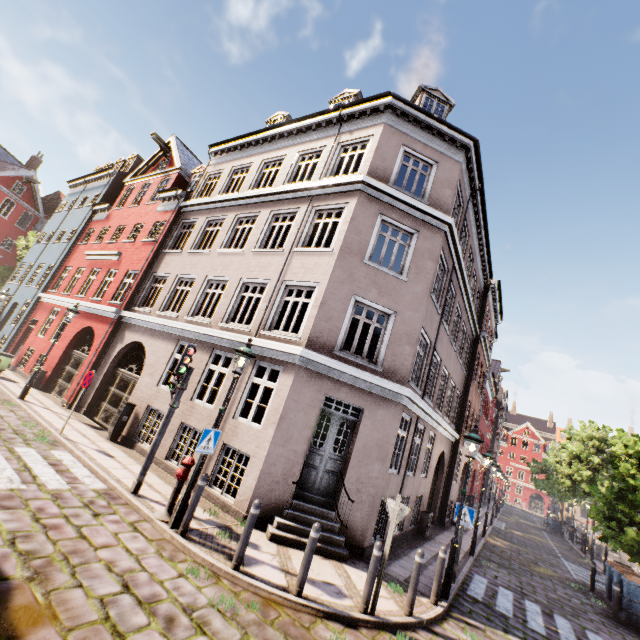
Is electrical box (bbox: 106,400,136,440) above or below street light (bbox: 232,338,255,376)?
below

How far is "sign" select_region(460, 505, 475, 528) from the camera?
8.8 meters

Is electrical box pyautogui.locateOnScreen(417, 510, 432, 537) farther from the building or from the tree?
the tree

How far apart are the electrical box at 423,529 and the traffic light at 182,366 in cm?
1056

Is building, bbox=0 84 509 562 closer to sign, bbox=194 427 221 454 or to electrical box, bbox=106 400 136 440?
electrical box, bbox=106 400 136 440

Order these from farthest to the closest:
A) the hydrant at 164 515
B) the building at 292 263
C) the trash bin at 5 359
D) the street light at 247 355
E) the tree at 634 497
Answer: the tree at 634 497 → the trash bin at 5 359 → the building at 292 263 → the street light at 247 355 → the hydrant at 164 515

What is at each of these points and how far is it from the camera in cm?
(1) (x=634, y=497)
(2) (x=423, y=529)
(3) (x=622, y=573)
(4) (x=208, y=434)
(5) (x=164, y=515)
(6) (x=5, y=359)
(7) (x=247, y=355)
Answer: (1) tree, 1495
(2) electrical box, 1247
(3) trash bin, 1196
(4) sign, 657
(5) hydrant, 642
(6) trash bin, 1452
(7) street light, 717

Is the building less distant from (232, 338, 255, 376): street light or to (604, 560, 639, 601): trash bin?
(232, 338, 255, 376): street light
